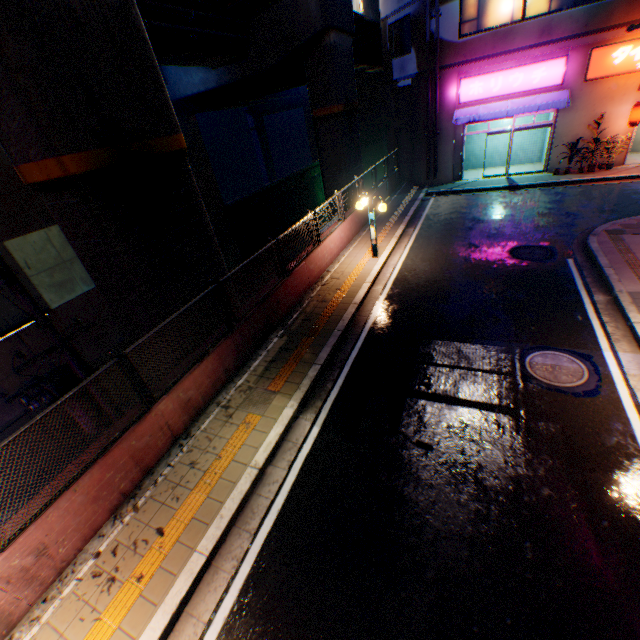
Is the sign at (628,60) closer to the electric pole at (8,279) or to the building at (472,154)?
the building at (472,154)

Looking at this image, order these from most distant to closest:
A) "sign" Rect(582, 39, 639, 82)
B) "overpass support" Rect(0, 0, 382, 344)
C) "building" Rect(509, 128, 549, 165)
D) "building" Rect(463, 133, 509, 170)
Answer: "building" Rect(463, 133, 509, 170) < "building" Rect(509, 128, 549, 165) < "sign" Rect(582, 39, 639, 82) < "overpass support" Rect(0, 0, 382, 344)

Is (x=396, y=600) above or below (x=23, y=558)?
below

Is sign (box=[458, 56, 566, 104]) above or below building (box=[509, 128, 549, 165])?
above

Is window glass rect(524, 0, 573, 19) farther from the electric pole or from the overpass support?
the electric pole

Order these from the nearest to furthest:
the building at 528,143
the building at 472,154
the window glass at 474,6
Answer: the window glass at 474,6 → the building at 528,143 → the building at 472,154

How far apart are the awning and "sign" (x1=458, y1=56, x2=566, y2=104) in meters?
0.2

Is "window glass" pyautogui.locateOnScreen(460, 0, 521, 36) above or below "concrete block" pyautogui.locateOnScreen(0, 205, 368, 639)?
above
